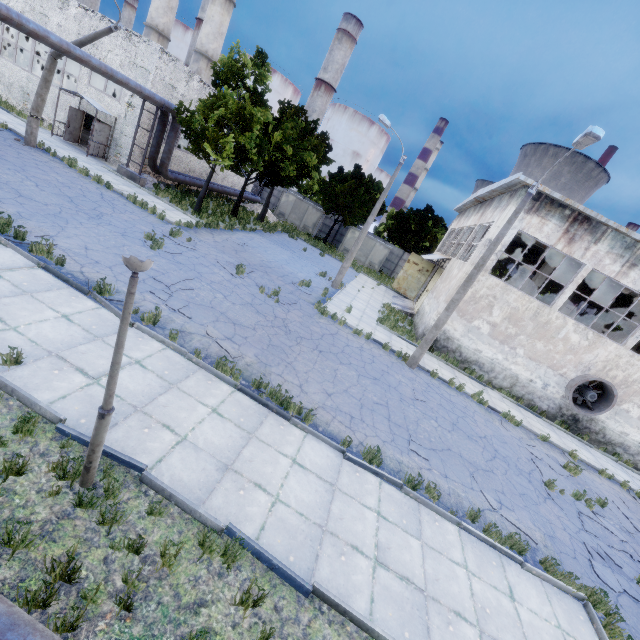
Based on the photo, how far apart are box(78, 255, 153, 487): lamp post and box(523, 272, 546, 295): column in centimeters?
2166cm

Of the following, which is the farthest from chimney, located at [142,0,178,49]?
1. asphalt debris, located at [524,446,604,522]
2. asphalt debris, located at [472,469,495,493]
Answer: asphalt debris, located at [472,469,495,493]

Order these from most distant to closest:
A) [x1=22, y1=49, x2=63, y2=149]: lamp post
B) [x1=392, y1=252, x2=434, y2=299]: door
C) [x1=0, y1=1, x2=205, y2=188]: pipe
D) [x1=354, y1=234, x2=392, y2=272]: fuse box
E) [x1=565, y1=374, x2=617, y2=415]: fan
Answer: [x1=354, y1=234, x2=392, y2=272]: fuse box < [x1=392, y1=252, x2=434, y2=299]: door < [x1=565, y1=374, x2=617, y2=415]: fan < [x1=22, y1=49, x2=63, y2=149]: lamp post < [x1=0, y1=1, x2=205, y2=188]: pipe

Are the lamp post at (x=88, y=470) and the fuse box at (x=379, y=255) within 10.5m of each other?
no

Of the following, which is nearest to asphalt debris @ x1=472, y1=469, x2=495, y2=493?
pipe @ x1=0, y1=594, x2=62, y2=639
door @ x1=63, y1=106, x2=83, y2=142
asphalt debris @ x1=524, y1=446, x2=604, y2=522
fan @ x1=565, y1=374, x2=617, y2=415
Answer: asphalt debris @ x1=524, y1=446, x2=604, y2=522

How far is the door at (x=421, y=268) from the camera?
29.80m

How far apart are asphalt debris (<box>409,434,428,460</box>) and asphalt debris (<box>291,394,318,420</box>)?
2.9m

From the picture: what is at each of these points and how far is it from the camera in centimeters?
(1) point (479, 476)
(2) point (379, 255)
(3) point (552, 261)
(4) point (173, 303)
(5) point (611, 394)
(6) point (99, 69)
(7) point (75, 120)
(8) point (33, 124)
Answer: (1) asphalt debris, 945cm
(2) fuse box, 3712cm
(3) column, 1906cm
(4) asphalt debris, 980cm
(5) fan, 1705cm
(6) pipe, 1516cm
(7) door, 2147cm
(8) lamp post, 1655cm
